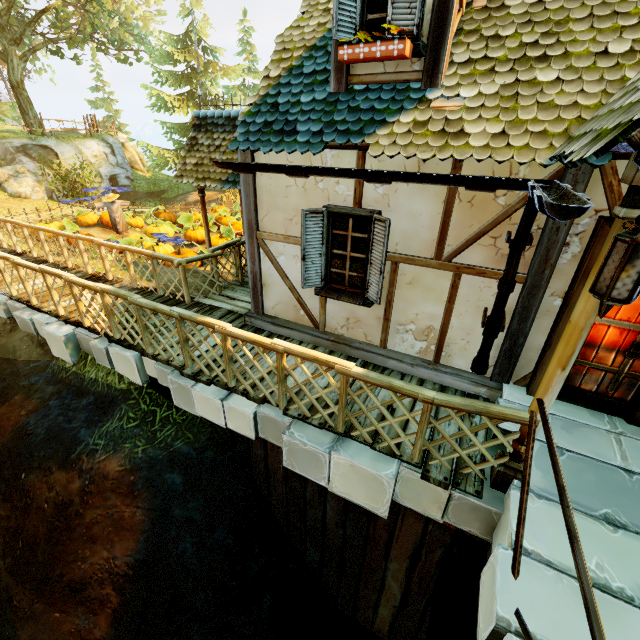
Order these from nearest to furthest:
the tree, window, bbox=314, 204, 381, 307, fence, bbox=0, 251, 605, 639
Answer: fence, bbox=0, 251, 605, 639
window, bbox=314, 204, 381, 307
the tree

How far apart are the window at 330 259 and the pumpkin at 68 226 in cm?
1399

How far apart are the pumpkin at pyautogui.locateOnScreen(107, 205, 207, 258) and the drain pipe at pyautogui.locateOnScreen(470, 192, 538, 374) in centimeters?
1341cm

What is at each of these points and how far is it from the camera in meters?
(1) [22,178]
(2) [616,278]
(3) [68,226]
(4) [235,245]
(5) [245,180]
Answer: (1) rock, 15.9 m
(2) lamp, 1.8 m
(3) pumpkin, 13.8 m
(4) fence, 7.5 m
(5) building, 4.9 m

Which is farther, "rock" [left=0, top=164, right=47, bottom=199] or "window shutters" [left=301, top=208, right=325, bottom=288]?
"rock" [left=0, top=164, right=47, bottom=199]

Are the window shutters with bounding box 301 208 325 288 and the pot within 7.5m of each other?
yes

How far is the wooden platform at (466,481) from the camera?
3.2 meters

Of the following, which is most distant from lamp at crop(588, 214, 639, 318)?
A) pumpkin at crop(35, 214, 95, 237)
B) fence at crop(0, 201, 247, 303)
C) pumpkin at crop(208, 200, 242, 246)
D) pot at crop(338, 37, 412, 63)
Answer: pumpkin at crop(35, 214, 95, 237)
